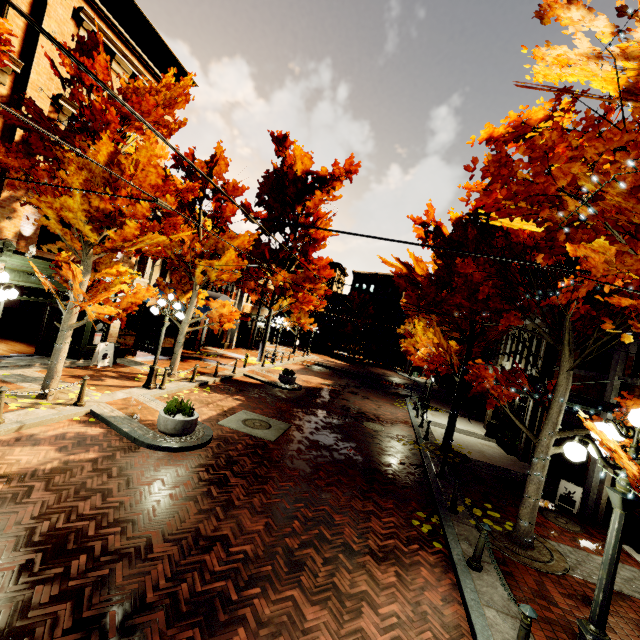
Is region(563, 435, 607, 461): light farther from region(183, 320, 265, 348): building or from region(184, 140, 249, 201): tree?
region(183, 320, 265, 348): building

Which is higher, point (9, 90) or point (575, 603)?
point (9, 90)

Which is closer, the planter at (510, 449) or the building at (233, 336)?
the planter at (510, 449)

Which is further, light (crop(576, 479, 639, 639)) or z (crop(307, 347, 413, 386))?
z (crop(307, 347, 413, 386))

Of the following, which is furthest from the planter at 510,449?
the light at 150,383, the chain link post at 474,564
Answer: the light at 150,383

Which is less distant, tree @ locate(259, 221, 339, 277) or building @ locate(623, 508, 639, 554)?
building @ locate(623, 508, 639, 554)

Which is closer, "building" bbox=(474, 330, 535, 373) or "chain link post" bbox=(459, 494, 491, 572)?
"chain link post" bbox=(459, 494, 491, 572)

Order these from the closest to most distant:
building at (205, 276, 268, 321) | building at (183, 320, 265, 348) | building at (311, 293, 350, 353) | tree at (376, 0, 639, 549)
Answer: tree at (376, 0, 639, 549) < building at (183, 320, 265, 348) < building at (205, 276, 268, 321) < building at (311, 293, 350, 353)
